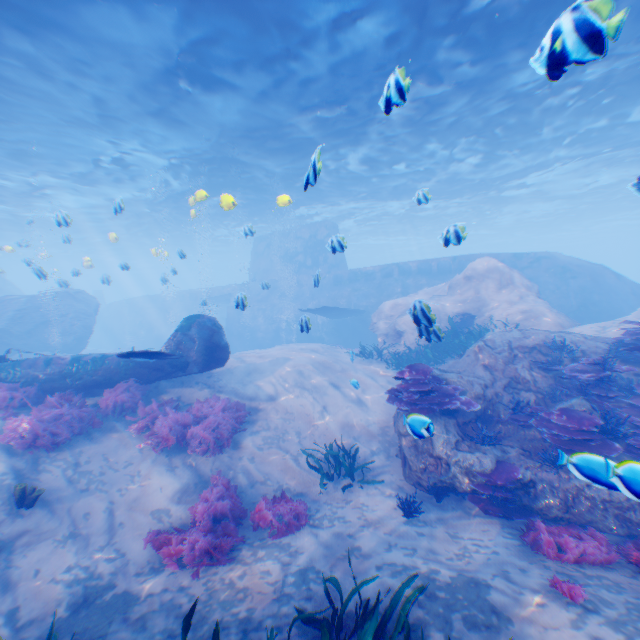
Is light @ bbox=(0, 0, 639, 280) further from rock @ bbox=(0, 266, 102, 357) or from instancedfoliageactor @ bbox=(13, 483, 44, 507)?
instancedfoliageactor @ bbox=(13, 483, 44, 507)

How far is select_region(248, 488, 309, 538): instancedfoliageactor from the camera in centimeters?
652cm

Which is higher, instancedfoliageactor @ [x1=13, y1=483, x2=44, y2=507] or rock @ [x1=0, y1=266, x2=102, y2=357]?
A: rock @ [x1=0, y1=266, x2=102, y2=357]

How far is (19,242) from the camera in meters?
14.4 m

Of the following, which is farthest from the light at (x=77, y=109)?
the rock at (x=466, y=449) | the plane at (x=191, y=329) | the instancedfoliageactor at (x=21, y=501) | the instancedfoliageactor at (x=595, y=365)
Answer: the instancedfoliageactor at (x=21, y=501)

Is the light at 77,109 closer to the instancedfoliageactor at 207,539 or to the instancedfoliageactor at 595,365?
the instancedfoliageactor at 595,365

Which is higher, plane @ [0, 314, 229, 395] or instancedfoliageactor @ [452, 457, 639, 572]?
plane @ [0, 314, 229, 395]

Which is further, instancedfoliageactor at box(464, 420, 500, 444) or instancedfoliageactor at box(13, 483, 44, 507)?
instancedfoliageactor at box(464, 420, 500, 444)
